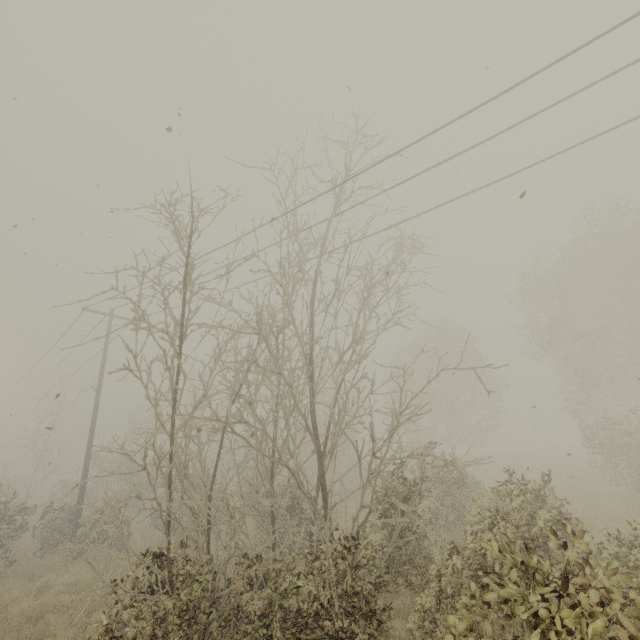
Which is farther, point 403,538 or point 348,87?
point 403,538

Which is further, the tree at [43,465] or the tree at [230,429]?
the tree at [43,465]

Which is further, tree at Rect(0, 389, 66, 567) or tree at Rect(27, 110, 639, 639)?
tree at Rect(0, 389, 66, 567)
